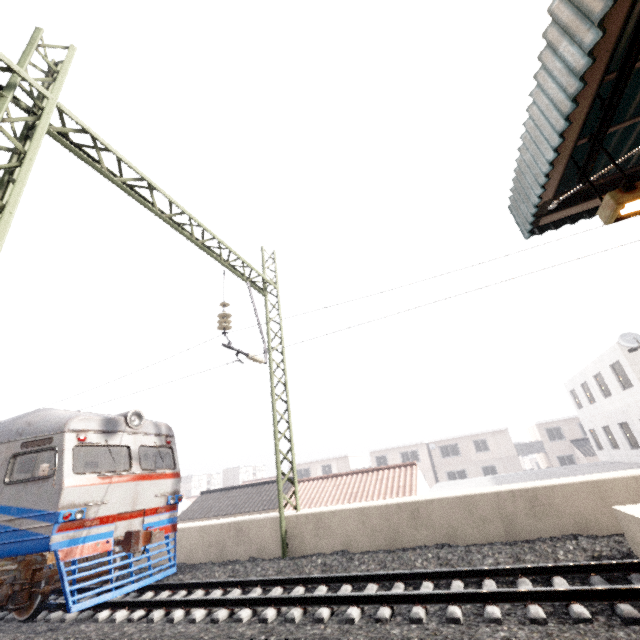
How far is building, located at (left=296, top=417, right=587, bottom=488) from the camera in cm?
3638

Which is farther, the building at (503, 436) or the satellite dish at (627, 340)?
the building at (503, 436)

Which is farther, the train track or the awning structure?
the train track

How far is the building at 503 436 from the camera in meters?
36.4 m

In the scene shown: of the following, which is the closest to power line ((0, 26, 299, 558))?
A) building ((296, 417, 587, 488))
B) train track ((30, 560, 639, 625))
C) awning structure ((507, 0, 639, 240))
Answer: train track ((30, 560, 639, 625))

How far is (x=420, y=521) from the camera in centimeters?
743cm

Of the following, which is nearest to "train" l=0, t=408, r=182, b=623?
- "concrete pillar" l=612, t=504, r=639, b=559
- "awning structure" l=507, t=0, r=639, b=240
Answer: "concrete pillar" l=612, t=504, r=639, b=559

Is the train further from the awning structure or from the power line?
the awning structure
